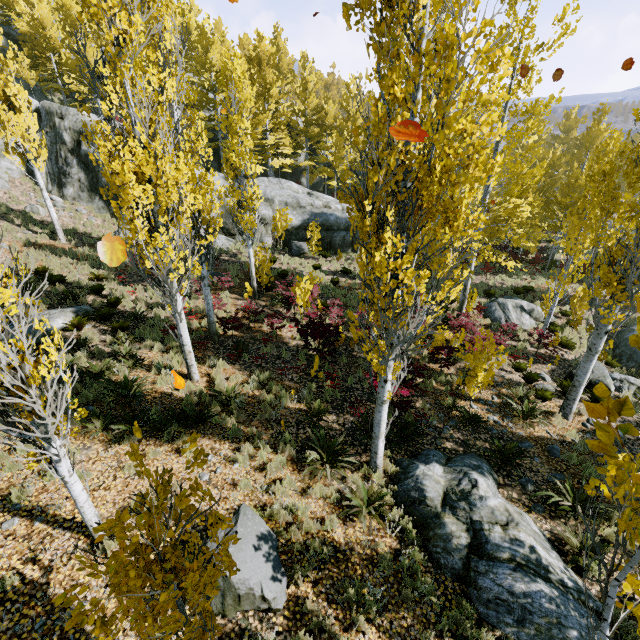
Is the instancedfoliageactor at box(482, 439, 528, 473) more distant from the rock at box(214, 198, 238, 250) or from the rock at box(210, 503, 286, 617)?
the rock at box(210, 503, 286, 617)

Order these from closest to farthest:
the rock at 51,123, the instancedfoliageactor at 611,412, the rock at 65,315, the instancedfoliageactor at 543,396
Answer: the instancedfoliageactor at 611,412, the instancedfoliageactor at 543,396, the rock at 65,315, the rock at 51,123

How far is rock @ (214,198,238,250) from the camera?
20.4 meters

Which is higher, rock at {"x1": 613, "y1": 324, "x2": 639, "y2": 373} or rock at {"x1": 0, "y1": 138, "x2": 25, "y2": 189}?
rock at {"x1": 0, "y1": 138, "x2": 25, "y2": 189}

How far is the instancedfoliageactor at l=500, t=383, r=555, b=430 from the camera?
9.5 meters

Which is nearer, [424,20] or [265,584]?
[424,20]

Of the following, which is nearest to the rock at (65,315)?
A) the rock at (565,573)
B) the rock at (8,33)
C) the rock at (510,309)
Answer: the rock at (8,33)
